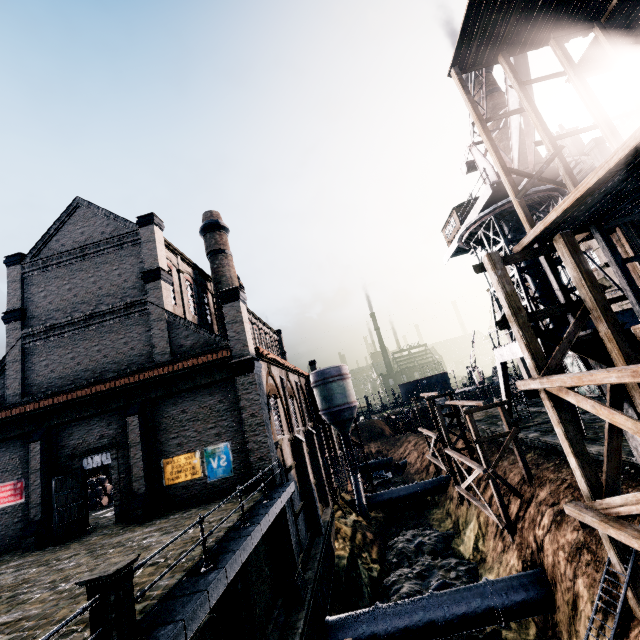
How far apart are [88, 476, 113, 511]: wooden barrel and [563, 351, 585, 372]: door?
46.6 meters

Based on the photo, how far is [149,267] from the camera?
20.8m

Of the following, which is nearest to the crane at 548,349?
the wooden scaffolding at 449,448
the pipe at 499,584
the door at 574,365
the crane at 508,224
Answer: the crane at 508,224

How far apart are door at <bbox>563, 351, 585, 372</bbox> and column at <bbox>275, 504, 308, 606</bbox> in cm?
3244

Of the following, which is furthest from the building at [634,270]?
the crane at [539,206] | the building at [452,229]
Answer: the building at [452,229]

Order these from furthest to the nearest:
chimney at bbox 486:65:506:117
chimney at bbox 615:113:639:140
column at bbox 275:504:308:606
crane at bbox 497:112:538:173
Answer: chimney at bbox 486:65:506:117 < chimney at bbox 615:113:639:140 < crane at bbox 497:112:538:173 < column at bbox 275:504:308:606

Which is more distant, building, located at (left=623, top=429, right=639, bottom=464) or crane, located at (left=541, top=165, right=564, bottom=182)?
crane, located at (left=541, top=165, right=564, bottom=182)

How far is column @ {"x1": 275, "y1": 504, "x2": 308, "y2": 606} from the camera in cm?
1457
